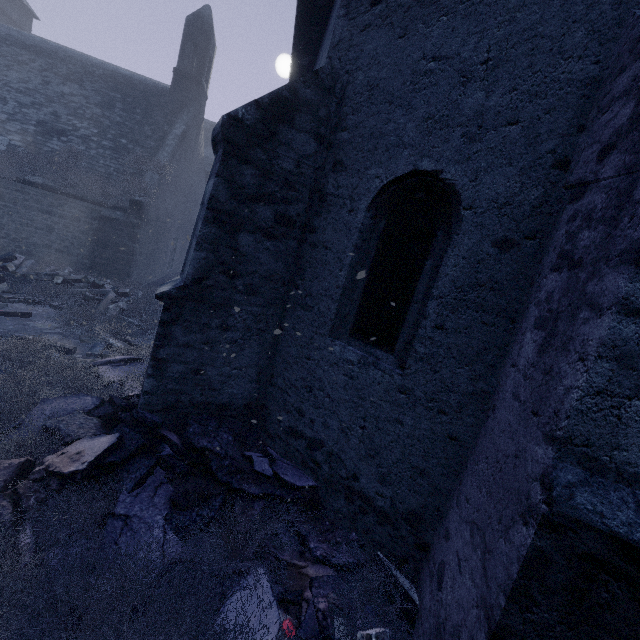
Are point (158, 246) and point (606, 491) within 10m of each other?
no

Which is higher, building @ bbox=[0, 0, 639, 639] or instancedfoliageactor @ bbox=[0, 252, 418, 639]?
building @ bbox=[0, 0, 639, 639]

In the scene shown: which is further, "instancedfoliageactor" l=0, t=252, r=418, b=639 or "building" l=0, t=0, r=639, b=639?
"instancedfoliageactor" l=0, t=252, r=418, b=639

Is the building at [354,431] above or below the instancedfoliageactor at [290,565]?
above

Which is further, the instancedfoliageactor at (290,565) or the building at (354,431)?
the instancedfoliageactor at (290,565)
